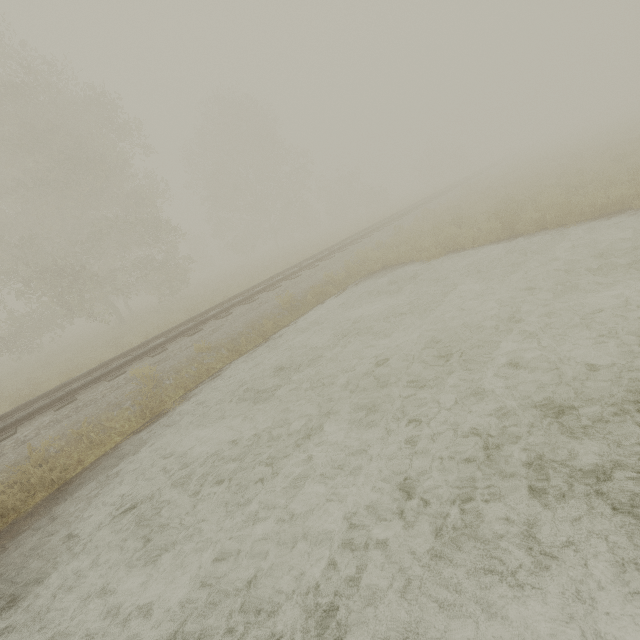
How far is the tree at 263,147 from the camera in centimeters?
3195cm

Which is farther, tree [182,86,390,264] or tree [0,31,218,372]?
tree [182,86,390,264]

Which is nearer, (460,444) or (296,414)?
(460,444)

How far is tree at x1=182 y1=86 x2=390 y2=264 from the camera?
31.95m

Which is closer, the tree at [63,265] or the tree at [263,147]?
the tree at [63,265]
